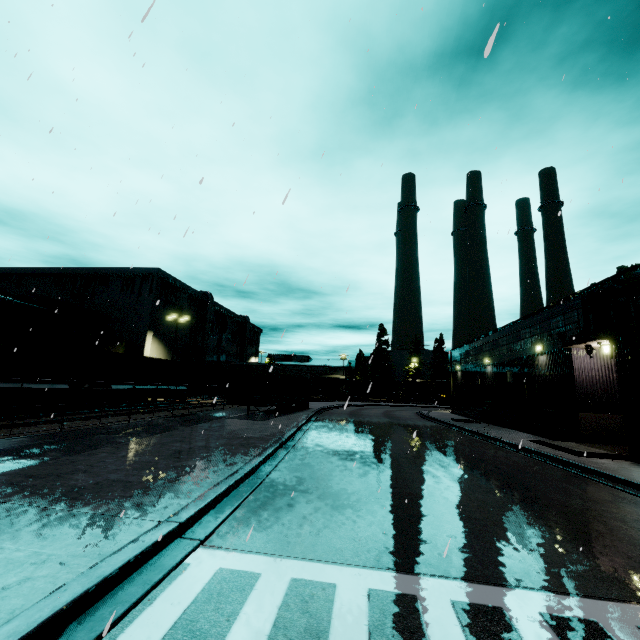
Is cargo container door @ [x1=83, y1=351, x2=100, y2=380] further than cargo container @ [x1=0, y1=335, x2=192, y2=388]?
Yes

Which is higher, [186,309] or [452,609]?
[186,309]

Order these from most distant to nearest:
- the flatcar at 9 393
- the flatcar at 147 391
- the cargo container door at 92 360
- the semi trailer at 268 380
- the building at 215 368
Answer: the building at 215 368, the flatcar at 147 391, the cargo container door at 92 360, the semi trailer at 268 380, the flatcar at 9 393

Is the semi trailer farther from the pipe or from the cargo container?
the pipe

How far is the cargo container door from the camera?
22.1m

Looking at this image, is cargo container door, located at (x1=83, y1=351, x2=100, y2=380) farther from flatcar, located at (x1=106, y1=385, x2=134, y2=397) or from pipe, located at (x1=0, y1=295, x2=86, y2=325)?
pipe, located at (x1=0, y1=295, x2=86, y2=325)

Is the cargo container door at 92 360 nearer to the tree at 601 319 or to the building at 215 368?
the building at 215 368

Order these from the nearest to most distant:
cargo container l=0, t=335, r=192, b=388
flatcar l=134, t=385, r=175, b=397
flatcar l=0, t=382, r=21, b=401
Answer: flatcar l=0, t=382, r=21, b=401 < cargo container l=0, t=335, r=192, b=388 < flatcar l=134, t=385, r=175, b=397
